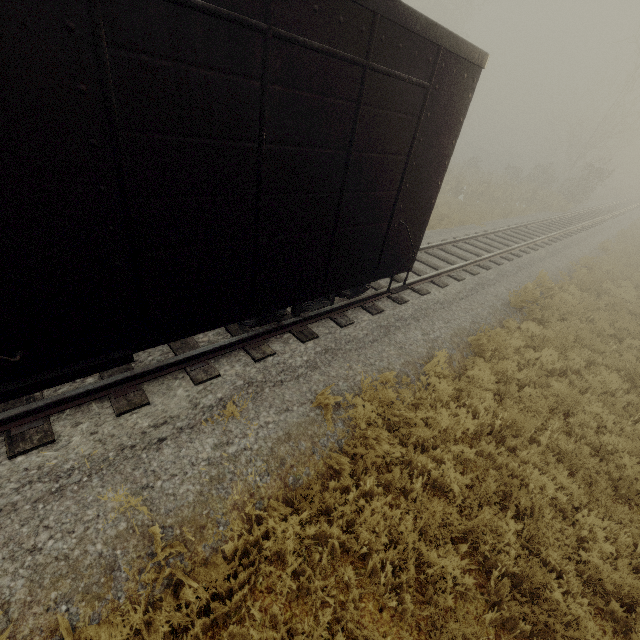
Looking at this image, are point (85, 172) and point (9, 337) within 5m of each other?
yes

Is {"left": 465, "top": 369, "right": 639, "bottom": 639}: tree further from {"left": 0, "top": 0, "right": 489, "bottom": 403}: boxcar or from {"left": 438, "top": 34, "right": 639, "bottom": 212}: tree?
{"left": 438, "top": 34, "right": 639, "bottom": 212}: tree

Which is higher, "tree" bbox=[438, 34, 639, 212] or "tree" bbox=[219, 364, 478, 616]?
"tree" bbox=[438, 34, 639, 212]

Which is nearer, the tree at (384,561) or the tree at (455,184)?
the tree at (384,561)

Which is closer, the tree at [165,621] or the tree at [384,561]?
the tree at [165,621]
